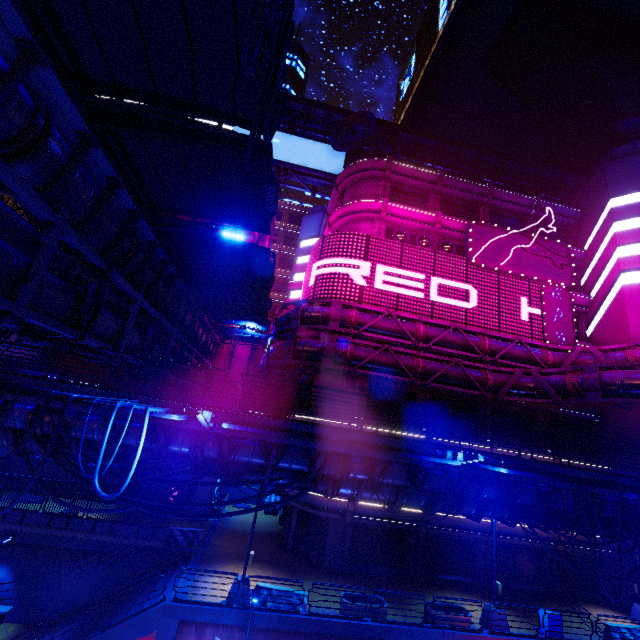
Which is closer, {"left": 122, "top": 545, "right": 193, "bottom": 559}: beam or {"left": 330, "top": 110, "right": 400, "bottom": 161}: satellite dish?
{"left": 122, "top": 545, "right": 193, "bottom": 559}: beam

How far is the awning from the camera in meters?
12.7

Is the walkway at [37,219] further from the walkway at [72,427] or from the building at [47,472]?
the building at [47,472]

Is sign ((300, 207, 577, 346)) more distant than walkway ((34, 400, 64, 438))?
Yes

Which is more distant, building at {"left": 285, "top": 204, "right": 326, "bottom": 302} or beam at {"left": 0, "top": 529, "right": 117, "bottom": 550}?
building at {"left": 285, "top": 204, "right": 326, "bottom": 302}

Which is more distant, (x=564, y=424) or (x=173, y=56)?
(x=564, y=424)

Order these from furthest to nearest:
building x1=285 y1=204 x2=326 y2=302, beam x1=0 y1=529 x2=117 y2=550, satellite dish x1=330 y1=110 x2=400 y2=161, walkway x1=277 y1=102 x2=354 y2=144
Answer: building x1=285 y1=204 x2=326 y2=302 < walkway x1=277 y1=102 x2=354 y2=144 < satellite dish x1=330 y1=110 x2=400 y2=161 < beam x1=0 y1=529 x2=117 y2=550

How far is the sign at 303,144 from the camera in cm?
3588
